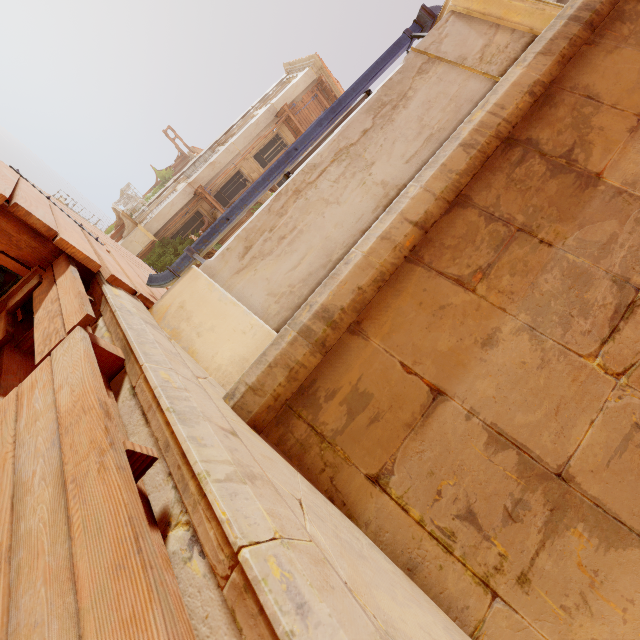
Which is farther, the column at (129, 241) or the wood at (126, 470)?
the column at (129, 241)

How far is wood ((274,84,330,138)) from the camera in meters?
20.4

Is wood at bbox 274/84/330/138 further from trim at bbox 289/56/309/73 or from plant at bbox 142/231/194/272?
plant at bbox 142/231/194/272

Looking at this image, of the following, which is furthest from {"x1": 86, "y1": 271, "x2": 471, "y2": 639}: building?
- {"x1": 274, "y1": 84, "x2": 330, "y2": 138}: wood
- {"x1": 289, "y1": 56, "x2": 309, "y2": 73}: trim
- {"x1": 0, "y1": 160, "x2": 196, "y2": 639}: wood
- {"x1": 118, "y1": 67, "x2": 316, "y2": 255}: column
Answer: {"x1": 289, "y1": 56, "x2": 309, "y2": 73}: trim

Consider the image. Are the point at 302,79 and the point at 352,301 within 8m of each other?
no

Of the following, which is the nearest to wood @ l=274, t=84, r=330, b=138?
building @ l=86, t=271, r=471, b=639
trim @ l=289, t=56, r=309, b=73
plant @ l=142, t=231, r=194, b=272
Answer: trim @ l=289, t=56, r=309, b=73

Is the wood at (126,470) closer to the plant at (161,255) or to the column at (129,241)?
the plant at (161,255)

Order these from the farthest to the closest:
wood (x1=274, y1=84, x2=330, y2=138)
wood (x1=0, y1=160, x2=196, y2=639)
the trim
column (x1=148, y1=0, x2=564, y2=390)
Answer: the trim
wood (x1=274, y1=84, x2=330, y2=138)
column (x1=148, y1=0, x2=564, y2=390)
wood (x1=0, y1=160, x2=196, y2=639)
